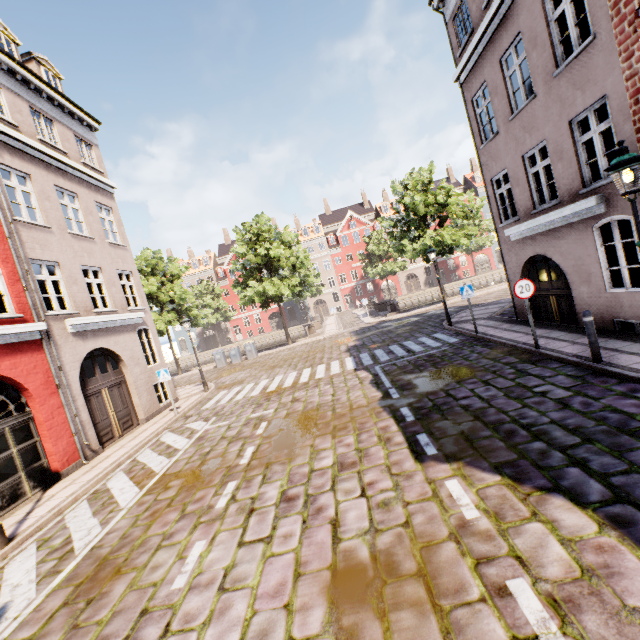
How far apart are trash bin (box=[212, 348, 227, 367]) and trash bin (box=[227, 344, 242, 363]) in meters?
0.5 m

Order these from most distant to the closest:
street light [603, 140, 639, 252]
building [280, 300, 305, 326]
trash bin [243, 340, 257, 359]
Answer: building [280, 300, 305, 326] < trash bin [243, 340, 257, 359] < street light [603, 140, 639, 252]

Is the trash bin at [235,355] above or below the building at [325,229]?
below

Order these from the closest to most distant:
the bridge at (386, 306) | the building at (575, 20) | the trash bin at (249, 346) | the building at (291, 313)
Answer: the building at (575, 20), the trash bin at (249, 346), the bridge at (386, 306), the building at (291, 313)

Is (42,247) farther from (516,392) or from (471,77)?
(471,77)

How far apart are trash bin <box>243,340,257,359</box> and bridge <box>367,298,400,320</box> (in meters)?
13.25

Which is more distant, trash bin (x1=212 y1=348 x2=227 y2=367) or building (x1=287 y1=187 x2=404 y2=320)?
building (x1=287 y1=187 x2=404 y2=320)

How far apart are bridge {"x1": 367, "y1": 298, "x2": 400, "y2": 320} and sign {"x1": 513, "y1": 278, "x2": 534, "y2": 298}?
22.2 meters
